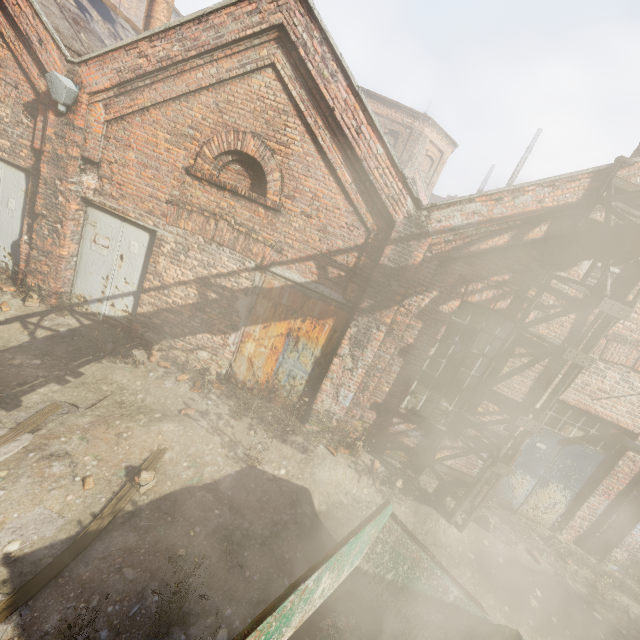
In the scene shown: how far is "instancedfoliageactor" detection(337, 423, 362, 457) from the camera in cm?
643

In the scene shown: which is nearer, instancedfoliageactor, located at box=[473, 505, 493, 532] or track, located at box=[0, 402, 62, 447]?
track, located at box=[0, 402, 62, 447]

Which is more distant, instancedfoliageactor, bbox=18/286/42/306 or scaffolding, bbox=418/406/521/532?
instancedfoliageactor, bbox=18/286/42/306

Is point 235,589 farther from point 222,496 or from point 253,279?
point 253,279

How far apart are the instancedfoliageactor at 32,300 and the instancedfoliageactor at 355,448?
7.2 meters

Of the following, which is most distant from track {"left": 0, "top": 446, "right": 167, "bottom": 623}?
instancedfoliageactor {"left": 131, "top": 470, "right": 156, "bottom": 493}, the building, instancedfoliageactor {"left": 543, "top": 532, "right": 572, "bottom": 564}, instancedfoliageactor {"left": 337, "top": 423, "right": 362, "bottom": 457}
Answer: the building

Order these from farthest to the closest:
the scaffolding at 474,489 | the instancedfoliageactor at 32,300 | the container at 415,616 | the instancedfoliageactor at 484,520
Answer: the instancedfoliageactor at 32,300 → the instancedfoliageactor at 484,520 → the scaffolding at 474,489 → the container at 415,616

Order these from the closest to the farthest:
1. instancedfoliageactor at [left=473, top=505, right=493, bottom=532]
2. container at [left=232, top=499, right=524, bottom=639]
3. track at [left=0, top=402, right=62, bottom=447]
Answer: container at [left=232, top=499, right=524, bottom=639] → track at [left=0, top=402, right=62, bottom=447] → instancedfoliageactor at [left=473, top=505, right=493, bottom=532]
